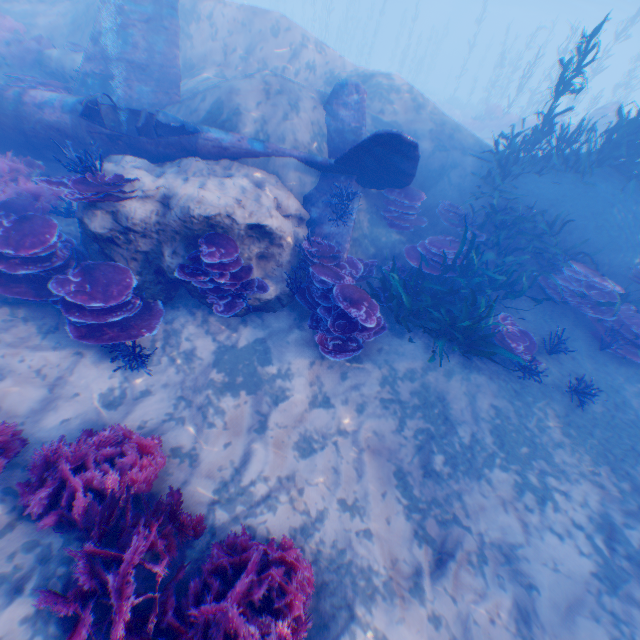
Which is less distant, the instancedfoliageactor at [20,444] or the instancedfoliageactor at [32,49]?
the instancedfoliageactor at [20,444]

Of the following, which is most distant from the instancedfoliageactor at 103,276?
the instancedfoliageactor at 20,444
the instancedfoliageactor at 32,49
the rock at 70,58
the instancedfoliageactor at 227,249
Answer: the instancedfoliageactor at 32,49

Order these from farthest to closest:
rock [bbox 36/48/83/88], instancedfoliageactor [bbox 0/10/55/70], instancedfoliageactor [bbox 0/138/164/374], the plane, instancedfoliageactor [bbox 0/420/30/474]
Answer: instancedfoliageactor [bbox 0/10/55/70]
rock [bbox 36/48/83/88]
the plane
instancedfoliageactor [bbox 0/138/164/374]
instancedfoliageactor [bbox 0/420/30/474]

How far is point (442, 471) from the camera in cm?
529

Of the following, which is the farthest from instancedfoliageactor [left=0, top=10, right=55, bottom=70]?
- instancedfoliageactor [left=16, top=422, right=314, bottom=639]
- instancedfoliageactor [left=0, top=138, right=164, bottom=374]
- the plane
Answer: instancedfoliageactor [left=16, top=422, right=314, bottom=639]

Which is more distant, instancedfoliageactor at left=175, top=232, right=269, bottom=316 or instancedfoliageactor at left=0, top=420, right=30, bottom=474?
instancedfoliageactor at left=175, top=232, right=269, bottom=316

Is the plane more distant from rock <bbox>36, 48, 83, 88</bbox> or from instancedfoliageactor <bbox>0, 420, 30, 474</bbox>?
instancedfoliageactor <bbox>0, 420, 30, 474</bbox>

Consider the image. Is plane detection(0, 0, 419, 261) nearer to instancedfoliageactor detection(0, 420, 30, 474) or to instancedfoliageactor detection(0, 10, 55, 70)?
instancedfoliageactor detection(0, 10, 55, 70)
